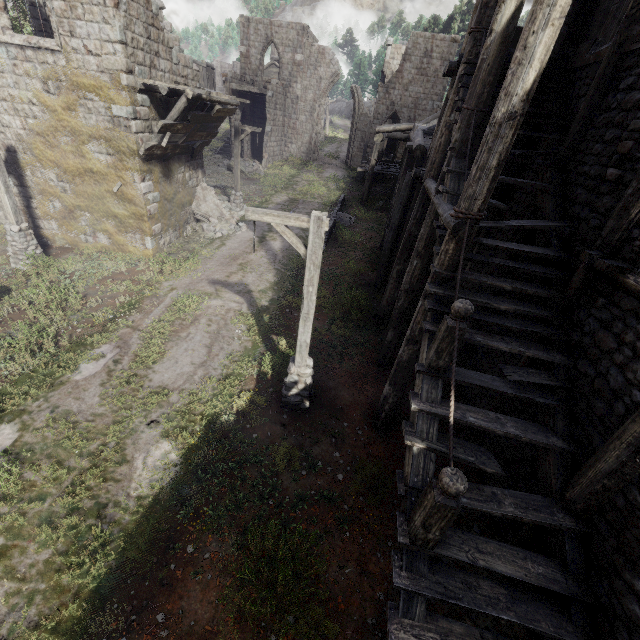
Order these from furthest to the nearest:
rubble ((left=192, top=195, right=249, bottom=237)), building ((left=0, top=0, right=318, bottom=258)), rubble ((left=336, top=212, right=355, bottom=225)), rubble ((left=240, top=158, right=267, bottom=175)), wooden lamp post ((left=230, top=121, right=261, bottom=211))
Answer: rubble ((left=240, top=158, right=267, bottom=175)) → rubble ((left=336, top=212, right=355, bottom=225)) → wooden lamp post ((left=230, top=121, right=261, bottom=211)) → rubble ((left=192, top=195, right=249, bottom=237)) → building ((left=0, top=0, right=318, bottom=258))

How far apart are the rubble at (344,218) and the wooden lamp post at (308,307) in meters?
12.8 m

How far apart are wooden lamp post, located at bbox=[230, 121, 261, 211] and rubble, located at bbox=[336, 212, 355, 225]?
4.9 meters

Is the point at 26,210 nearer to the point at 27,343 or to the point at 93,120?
the point at 93,120

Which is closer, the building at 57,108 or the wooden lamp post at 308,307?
the wooden lamp post at 308,307

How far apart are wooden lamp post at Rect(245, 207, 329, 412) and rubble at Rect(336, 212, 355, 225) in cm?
1284

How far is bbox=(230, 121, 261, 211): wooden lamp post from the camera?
17.2 meters

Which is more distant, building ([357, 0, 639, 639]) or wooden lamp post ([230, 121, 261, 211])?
wooden lamp post ([230, 121, 261, 211])
